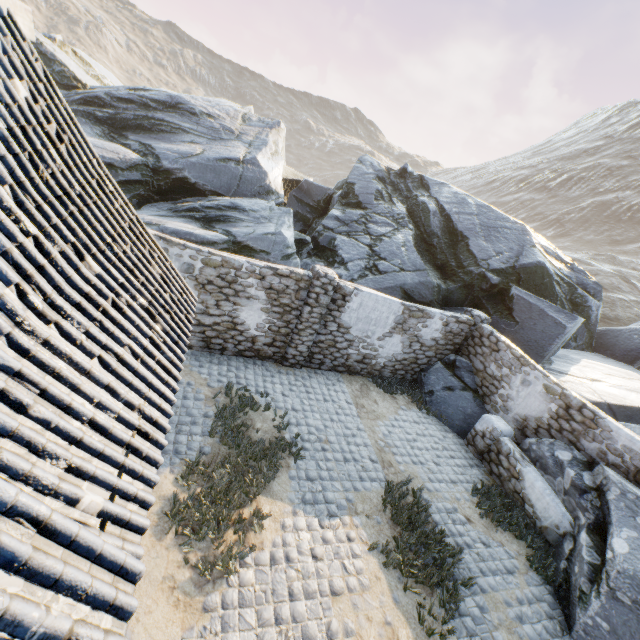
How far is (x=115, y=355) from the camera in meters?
3.0

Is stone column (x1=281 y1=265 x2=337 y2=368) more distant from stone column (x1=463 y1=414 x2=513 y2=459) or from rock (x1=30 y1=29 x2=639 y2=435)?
stone column (x1=463 y1=414 x2=513 y2=459)

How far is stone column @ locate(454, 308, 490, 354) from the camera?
11.0 meters

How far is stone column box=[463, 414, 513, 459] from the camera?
9.07m

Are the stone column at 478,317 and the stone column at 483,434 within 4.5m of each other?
yes

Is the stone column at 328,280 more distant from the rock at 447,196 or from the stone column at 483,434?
the stone column at 483,434

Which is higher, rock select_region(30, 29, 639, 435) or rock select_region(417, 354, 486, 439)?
rock select_region(30, 29, 639, 435)

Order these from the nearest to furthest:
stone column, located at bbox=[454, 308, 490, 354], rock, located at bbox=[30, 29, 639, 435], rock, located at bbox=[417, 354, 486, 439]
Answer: rock, located at bbox=[417, 354, 486, 439] < stone column, located at bbox=[454, 308, 490, 354] < rock, located at bbox=[30, 29, 639, 435]
